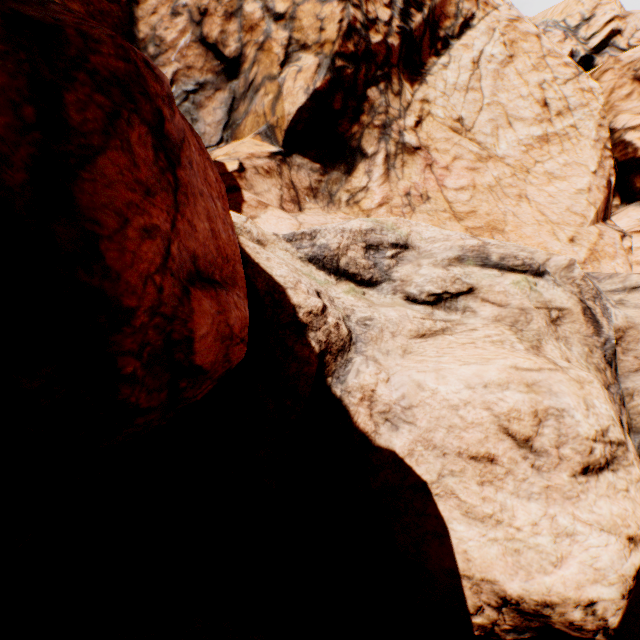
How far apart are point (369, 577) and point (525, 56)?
21.65m
